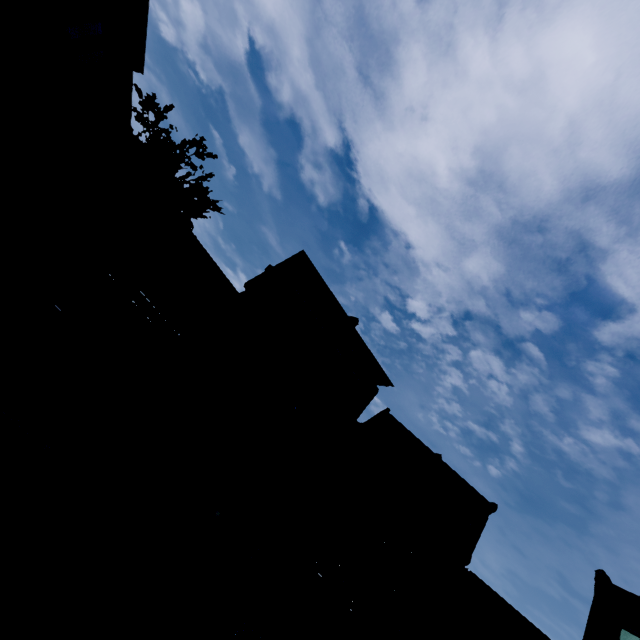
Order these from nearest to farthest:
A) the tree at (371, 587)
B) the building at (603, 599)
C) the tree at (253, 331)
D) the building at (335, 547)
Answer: the tree at (253, 331) < the tree at (371, 587) < the building at (335, 547) < the building at (603, 599)

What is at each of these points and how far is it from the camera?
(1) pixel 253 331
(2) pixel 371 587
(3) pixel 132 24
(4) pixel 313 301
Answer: (1) tree, 13.8 meters
(2) tree, 17.9 meters
(3) building, 17.1 meters
(4) building, 21.3 meters

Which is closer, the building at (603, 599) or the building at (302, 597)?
the building at (302, 597)

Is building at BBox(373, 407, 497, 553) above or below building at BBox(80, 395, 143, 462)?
above

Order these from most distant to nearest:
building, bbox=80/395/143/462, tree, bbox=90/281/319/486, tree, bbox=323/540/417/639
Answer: tree, bbox=323/540/417/639 < building, bbox=80/395/143/462 < tree, bbox=90/281/319/486

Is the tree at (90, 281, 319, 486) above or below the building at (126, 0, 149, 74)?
below

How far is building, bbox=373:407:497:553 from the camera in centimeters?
2283cm

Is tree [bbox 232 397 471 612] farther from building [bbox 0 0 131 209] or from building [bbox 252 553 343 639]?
building [bbox 0 0 131 209]
